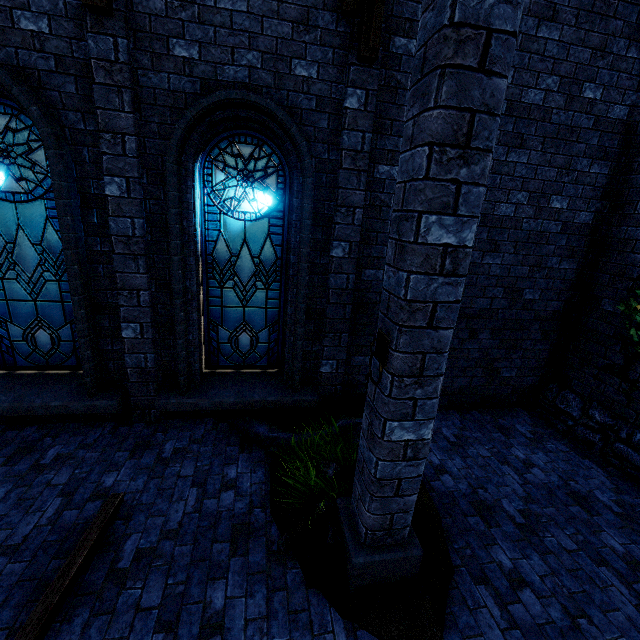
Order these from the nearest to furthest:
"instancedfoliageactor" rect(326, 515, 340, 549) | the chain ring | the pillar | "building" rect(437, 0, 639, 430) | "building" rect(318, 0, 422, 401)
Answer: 1. the pillar
2. the chain ring
3. "instancedfoliageactor" rect(326, 515, 340, 549)
4. "building" rect(318, 0, 422, 401)
5. "building" rect(437, 0, 639, 430)

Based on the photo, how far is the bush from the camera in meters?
5.0

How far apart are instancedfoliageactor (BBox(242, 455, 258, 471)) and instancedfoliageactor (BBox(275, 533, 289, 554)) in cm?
98

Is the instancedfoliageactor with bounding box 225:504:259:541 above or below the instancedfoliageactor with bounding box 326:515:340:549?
below

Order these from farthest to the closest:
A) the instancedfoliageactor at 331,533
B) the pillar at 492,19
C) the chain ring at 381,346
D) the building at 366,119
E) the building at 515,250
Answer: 1. the building at 515,250
2. the building at 366,119
3. the instancedfoliageactor at 331,533
4. the chain ring at 381,346
5. the pillar at 492,19

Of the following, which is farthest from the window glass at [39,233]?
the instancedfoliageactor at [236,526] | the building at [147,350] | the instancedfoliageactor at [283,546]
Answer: the instancedfoliageactor at [283,546]

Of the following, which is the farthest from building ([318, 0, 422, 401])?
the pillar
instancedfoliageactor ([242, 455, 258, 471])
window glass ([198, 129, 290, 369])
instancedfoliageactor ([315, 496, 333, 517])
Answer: instancedfoliageactor ([315, 496, 333, 517])

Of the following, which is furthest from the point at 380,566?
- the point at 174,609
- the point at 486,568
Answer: the point at 174,609
